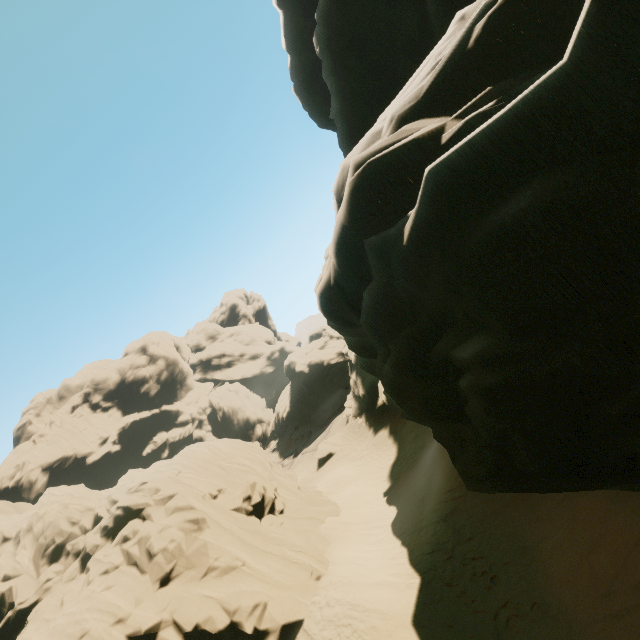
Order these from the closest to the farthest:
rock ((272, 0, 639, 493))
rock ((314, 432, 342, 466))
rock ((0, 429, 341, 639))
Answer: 1. rock ((272, 0, 639, 493))
2. rock ((0, 429, 341, 639))
3. rock ((314, 432, 342, 466))

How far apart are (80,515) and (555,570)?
26.2 meters

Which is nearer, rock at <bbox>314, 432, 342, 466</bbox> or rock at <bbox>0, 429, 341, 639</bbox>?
rock at <bbox>0, 429, 341, 639</bbox>

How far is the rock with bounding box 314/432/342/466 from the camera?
35.5 meters

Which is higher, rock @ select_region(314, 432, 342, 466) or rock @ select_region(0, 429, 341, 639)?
rock @ select_region(0, 429, 341, 639)

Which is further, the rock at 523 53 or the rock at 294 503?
the rock at 294 503
